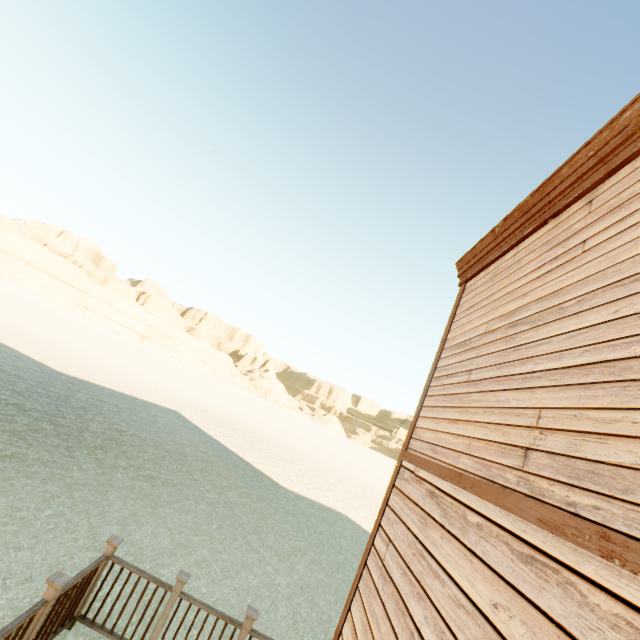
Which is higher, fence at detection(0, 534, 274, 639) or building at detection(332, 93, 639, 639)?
building at detection(332, 93, 639, 639)

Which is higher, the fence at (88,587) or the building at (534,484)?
the building at (534,484)

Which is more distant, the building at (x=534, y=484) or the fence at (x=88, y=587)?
the fence at (x=88, y=587)

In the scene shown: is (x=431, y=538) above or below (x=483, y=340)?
below

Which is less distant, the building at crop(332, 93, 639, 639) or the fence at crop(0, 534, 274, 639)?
the building at crop(332, 93, 639, 639)
